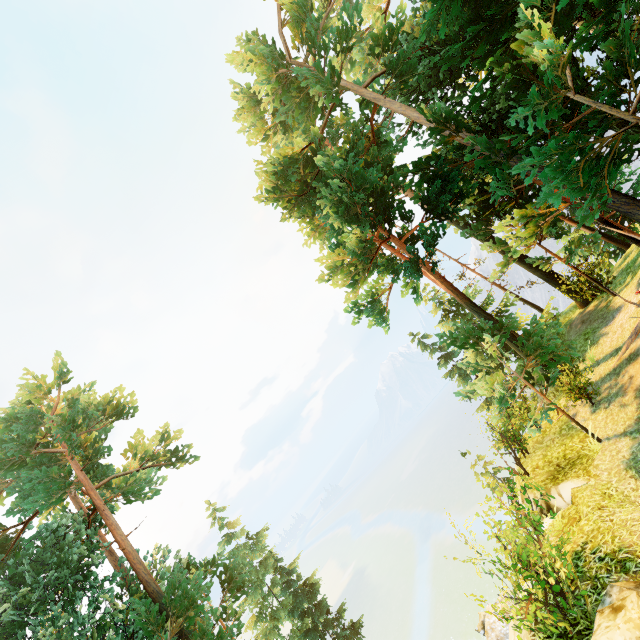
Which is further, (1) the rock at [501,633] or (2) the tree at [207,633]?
(2) the tree at [207,633]

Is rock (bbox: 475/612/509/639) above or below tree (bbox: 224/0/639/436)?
below

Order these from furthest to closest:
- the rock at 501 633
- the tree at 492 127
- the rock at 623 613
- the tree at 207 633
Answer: the tree at 207 633 → the rock at 501 633 → the tree at 492 127 → the rock at 623 613

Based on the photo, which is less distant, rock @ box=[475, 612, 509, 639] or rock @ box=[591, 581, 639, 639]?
rock @ box=[591, 581, 639, 639]

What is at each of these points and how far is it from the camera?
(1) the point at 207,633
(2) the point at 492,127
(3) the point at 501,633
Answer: (1) tree, 12.91m
(2) tree, 13.86m
(3) rock, 10.71m

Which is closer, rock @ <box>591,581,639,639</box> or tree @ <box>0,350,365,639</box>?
rock @ <box>591,581,639,639</box>

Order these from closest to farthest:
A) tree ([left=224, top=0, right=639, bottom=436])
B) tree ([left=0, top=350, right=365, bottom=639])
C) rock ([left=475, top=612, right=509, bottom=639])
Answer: tree ([left=224, top=0, right=639, bottom=436])
rock ([left=475, top=612, right=509, bottom=639])
tree ([left=0, top=350, right=365, bottom=639])

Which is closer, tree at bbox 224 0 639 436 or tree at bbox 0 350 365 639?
tree at bbox 224 0 639 436
